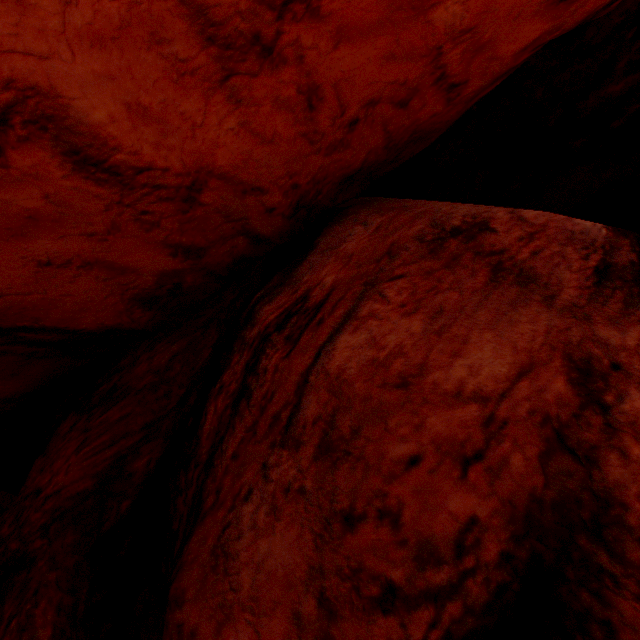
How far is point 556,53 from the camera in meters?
5.6
